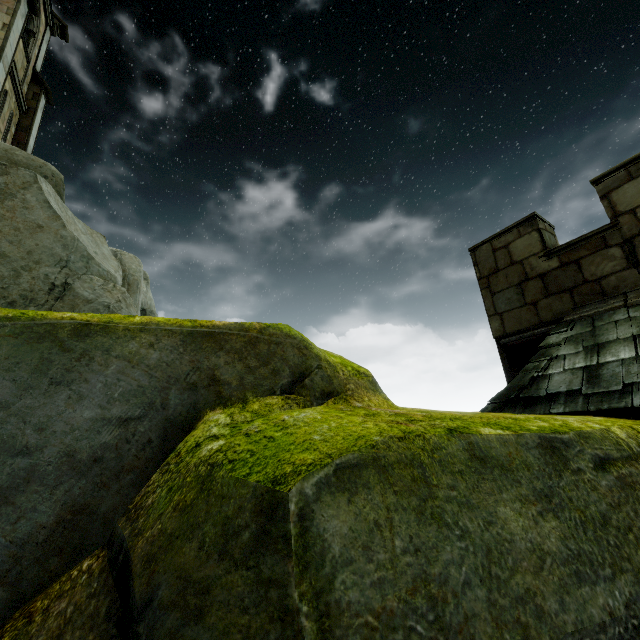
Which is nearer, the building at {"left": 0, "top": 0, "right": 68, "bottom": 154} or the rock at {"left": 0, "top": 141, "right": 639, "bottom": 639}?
the rock at {"left": 0, "top": 141, "right": 639, "bottom": 639}

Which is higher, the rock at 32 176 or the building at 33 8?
the building at 33 8

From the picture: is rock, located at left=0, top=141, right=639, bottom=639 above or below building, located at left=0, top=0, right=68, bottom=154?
below

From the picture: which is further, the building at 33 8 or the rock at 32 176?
the building at 33 8

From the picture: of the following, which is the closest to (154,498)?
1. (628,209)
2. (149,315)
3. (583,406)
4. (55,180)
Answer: (583,406)
